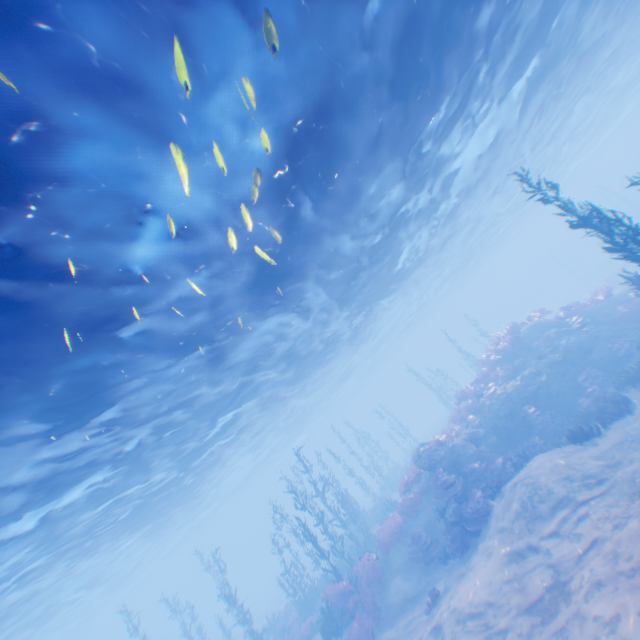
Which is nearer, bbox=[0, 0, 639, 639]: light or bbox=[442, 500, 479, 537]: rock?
bbox=[0, 0, 639, 639]: light

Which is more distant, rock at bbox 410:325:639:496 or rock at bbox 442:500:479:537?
rock at bbox 410:325:639:496

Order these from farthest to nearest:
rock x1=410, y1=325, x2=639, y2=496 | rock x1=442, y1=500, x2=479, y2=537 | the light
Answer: rock x1=410, y1=325, x2=639, y2=496, rock x1=442, y1=500, x2=479, y2=537, the light

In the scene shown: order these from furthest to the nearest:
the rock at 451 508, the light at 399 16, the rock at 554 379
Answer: the rock at 554 379
the rock at 451 508
the light at 399 16

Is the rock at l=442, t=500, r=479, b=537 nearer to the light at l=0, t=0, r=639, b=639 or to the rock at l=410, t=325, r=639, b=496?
the rock at l=410, t=325, r=639, b=496

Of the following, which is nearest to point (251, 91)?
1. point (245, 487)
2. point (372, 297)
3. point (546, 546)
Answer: point (546, 546)

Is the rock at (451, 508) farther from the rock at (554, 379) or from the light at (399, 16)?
the light at (399, 16)

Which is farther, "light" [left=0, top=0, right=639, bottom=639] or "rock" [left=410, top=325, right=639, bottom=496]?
"rock" [left=410, top=325, right=639, bottom=496]
